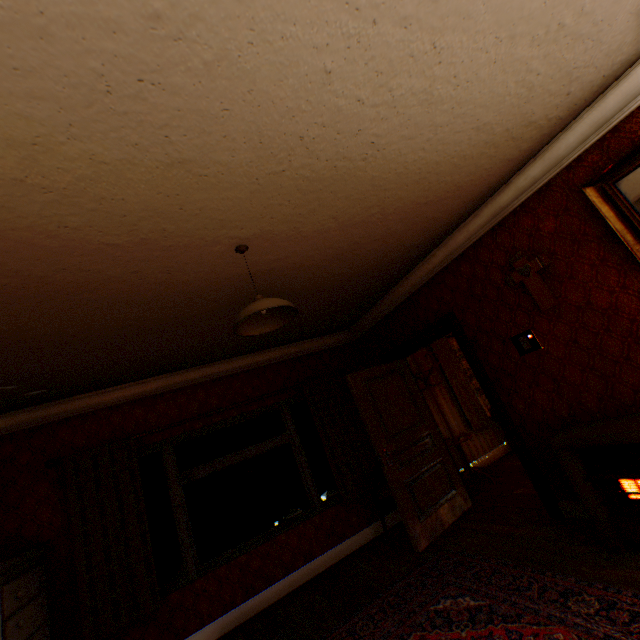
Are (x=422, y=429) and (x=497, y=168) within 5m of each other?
yes

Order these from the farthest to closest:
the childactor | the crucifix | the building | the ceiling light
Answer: the childactor
the crucifix
the ceiling light
the building

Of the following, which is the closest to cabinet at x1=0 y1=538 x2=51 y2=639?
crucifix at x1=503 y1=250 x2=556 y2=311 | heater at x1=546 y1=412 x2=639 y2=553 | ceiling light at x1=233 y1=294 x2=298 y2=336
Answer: ceiling light at x1=233 y1=294 x2=298 y2=336

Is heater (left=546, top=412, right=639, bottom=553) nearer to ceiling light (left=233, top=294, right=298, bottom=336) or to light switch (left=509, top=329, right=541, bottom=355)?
light switch (left=509, top=329, right=541, bottom=355)

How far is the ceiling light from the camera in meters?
2.2 m

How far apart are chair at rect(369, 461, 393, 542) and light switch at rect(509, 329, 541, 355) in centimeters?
228cm

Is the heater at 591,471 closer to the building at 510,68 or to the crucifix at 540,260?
the building at 510,68

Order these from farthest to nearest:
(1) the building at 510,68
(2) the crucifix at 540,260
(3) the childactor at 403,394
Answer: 1. (3) the childactor at 403,394
2. (2) the crucifix at 540,260
3. (1) the building at 510,68
